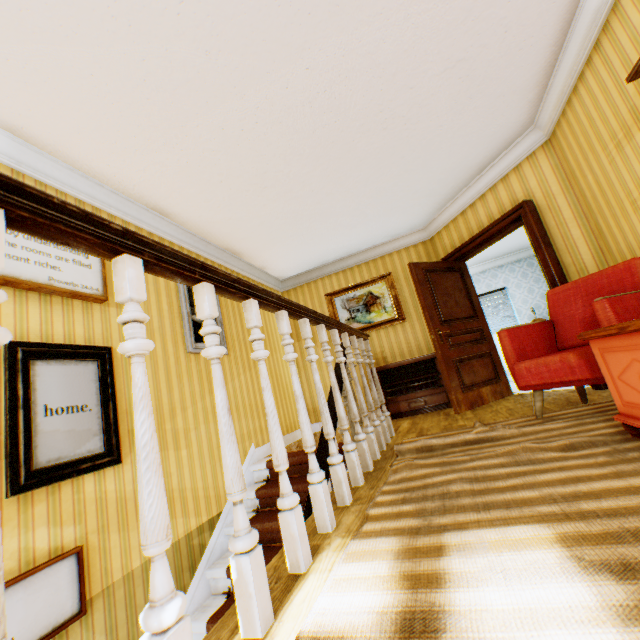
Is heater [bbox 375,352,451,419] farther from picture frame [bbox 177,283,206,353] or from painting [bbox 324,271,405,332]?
picture frame [bbox 177,283,206,353]

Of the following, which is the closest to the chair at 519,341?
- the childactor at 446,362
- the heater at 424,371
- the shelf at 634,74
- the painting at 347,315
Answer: the shelf at 634,74

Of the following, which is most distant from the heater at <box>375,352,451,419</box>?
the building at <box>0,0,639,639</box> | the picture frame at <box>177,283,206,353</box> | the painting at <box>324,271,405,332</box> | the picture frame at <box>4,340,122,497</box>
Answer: the picture frame at <box>4,340,122,497</box>

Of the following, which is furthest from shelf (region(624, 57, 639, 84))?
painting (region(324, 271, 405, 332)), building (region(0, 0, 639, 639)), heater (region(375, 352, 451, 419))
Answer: painting (region(324, 271, 405, 332))

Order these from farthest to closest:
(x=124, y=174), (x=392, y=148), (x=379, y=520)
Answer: (x=392, y=148), (x=124, y=174), (x=379, y=520)

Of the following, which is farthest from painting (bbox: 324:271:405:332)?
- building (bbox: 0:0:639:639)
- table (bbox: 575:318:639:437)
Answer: table (bbox: 575:318:639:437)

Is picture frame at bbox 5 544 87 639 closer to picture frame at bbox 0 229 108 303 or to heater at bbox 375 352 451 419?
picture frame at bbox 0 229 108 303

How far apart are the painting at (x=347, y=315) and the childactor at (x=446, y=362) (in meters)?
1.07
